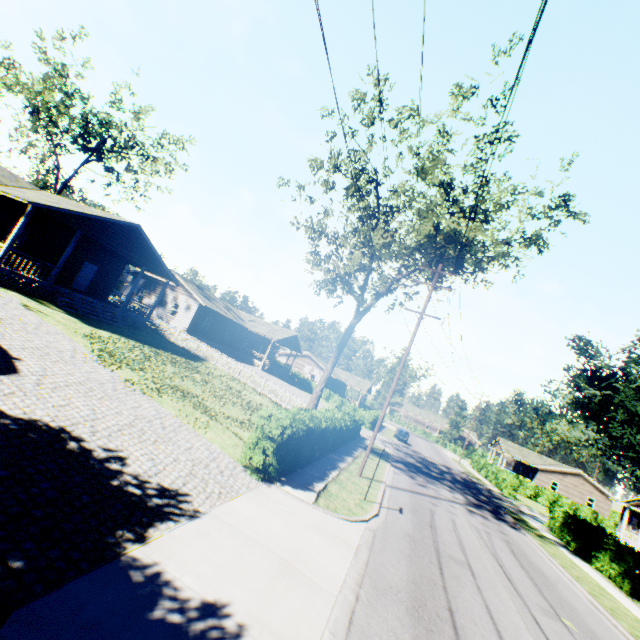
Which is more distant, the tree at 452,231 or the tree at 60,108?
the tree at 60,108

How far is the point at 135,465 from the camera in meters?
7.5 m

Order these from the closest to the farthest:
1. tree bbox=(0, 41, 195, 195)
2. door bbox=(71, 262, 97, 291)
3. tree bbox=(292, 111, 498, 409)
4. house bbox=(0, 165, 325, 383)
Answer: tree bbox=(292, 111, 498, 409)
house bbox=(0, 165, 325, 383)
door bbox=(71, 262, 97, 291)
tree bbox=(0, 41, 195, 195)

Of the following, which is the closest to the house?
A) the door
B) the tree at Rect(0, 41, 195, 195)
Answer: the door

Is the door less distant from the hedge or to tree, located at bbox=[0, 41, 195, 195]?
tree, located at bbox=[0, 41, 195, 195]

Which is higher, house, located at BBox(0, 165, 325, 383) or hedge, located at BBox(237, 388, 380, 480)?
house, located at BBox(0, 165, 325, 383)

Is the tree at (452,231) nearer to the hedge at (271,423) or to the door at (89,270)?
the hedge at (271,423)

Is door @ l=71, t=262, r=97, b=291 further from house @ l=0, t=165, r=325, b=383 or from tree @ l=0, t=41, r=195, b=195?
tree @ l=0, t=41, r=195, b=195
